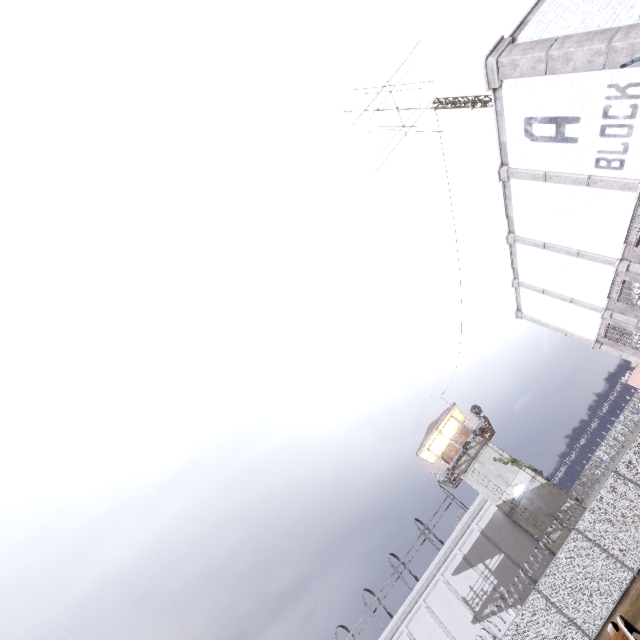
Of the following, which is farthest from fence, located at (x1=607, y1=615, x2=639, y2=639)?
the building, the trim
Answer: the building

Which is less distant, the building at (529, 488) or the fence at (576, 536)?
the fence at (576, 536)

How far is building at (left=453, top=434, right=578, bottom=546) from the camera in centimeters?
2430cm

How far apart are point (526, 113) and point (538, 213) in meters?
3.4

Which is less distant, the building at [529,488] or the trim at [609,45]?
the trim at [609,45]

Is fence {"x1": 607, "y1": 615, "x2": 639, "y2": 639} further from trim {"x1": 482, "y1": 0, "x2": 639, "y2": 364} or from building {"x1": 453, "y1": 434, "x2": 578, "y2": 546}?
building {"x1": 453, "y1": 434, "x2": 578, "y2": 546}
